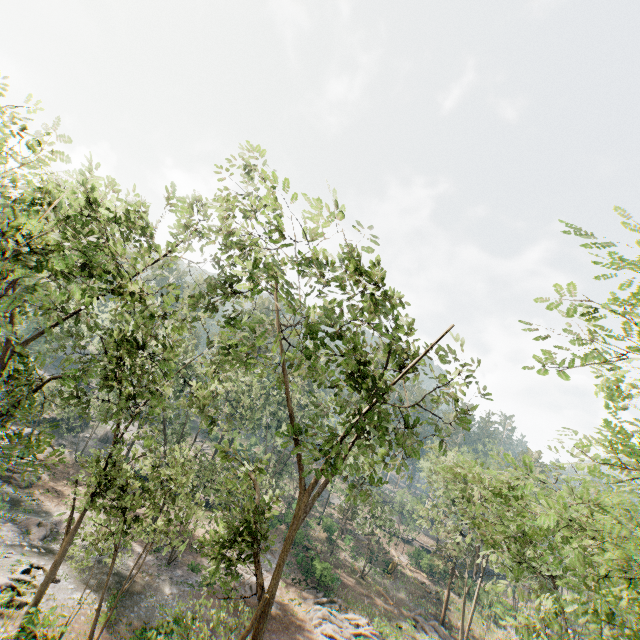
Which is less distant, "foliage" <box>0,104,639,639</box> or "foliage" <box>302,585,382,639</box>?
"foliage" <box>0,104,639,639</box>

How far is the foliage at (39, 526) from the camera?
24.6m

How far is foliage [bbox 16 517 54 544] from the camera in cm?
2456

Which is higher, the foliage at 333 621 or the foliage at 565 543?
the foliage at 565 543

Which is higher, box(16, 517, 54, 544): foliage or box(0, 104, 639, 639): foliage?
box(0, 104, 639, 639): foliage

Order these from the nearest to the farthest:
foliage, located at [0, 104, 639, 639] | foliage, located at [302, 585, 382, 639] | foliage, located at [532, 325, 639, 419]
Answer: foliage, located at [532, 325, 639, 419], foliage, located at [0, 104, 639, 639], foliage, located at [302, 585, 382, 639]

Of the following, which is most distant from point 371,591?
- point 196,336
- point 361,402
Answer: point 361,402

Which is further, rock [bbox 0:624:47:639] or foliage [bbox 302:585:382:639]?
foliage [bbox 302:585:382:639]
